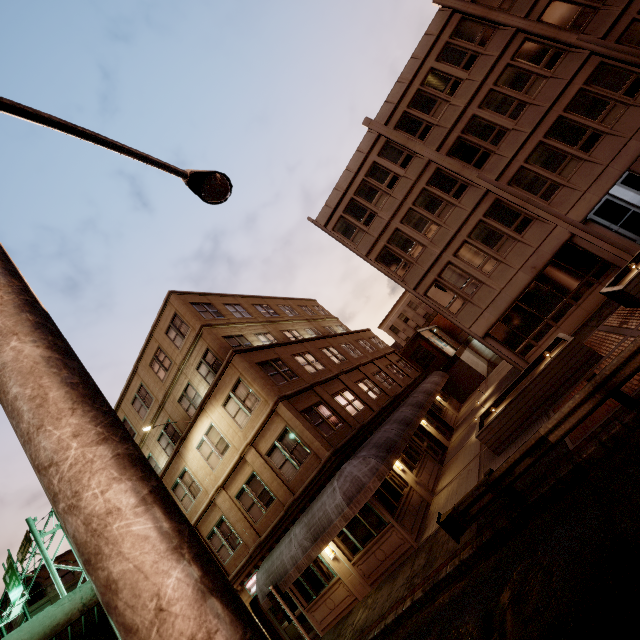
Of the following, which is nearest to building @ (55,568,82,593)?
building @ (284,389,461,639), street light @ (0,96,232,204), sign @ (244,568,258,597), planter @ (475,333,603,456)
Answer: building @ (284,389,461,639)

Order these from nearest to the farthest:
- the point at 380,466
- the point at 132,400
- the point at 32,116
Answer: the point at 32,116
the point at 380,466
the point at 132,400

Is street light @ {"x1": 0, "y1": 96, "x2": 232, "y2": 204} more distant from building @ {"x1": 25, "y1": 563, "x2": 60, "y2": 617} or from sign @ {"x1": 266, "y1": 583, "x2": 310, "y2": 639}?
building @ {"x1": 25, "y1": 563, "x2": 60, "y2": 617}

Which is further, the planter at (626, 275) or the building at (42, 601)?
the building at (42, 601)

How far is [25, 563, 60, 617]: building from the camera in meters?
41.5

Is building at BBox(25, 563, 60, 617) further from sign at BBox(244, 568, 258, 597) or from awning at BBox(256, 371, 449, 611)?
awning at BBox(256, 371, 449, 611)

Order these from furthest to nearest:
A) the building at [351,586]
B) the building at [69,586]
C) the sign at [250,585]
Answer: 1. the building at [69,586]
2. the sign at [250,585]
3. the building at [351,586]

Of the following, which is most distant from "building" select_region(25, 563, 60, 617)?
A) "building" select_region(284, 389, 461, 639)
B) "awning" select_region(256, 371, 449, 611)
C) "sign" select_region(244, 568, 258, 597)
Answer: "awning" select_region(256, 371, 449, 611)
